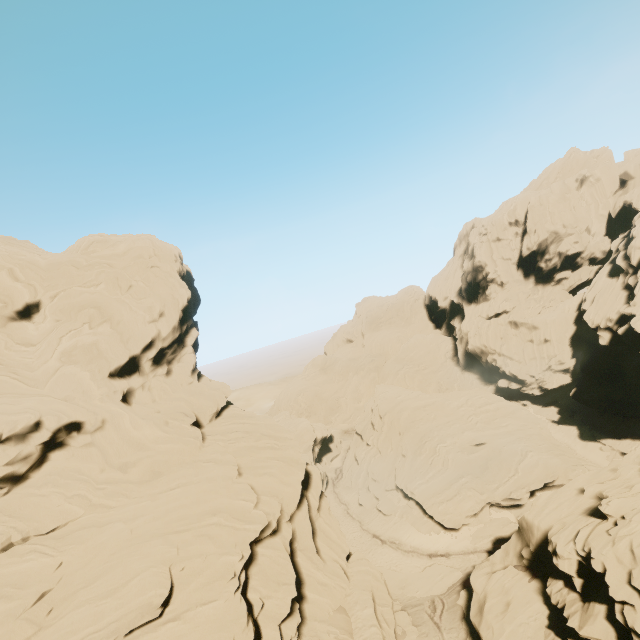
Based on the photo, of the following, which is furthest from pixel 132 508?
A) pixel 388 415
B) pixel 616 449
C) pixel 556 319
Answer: pixel 556 319

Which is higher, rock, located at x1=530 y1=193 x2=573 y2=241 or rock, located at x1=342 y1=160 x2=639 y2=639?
rock, located at x1=530 y1=193 x2=573 y2=241

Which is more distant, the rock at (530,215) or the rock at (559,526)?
the rock at (530,215)

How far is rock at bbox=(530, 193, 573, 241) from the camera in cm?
5903

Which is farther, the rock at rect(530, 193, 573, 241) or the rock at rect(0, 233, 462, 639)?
the rock at rect(530, 193, 573, 241)
